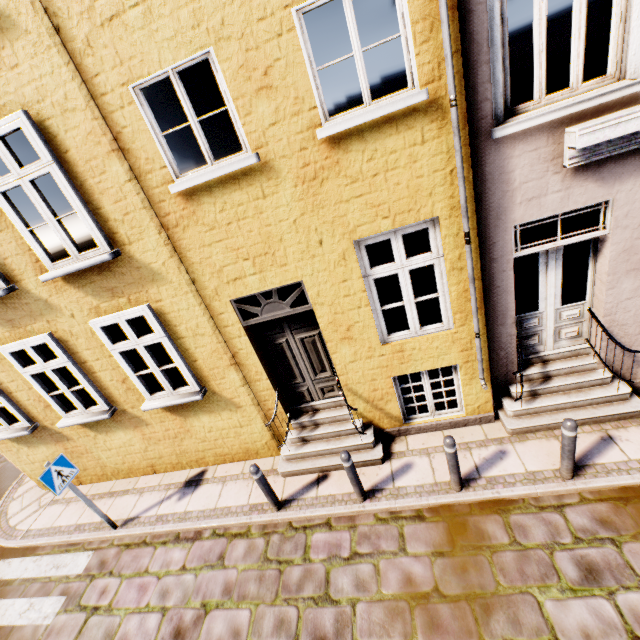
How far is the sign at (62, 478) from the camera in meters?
5.3 m

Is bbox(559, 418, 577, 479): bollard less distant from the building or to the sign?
the building

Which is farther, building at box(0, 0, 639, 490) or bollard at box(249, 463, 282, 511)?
bollard at box(249, 463, 282, 511)

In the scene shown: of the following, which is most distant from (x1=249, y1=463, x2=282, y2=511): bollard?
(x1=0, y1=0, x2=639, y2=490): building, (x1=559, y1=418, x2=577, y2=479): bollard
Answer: (x1=559, y1=418, x2=577, y2=479): bollard

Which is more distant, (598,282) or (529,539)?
(598,282)

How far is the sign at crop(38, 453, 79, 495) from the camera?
5.29m

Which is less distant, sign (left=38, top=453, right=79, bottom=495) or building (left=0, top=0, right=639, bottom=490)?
building (left=0, top=0, right=639, bottom=490)

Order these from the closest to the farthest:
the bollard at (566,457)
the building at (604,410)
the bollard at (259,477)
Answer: the building at (604,410) → the bollard at (566,457) → the bollard at (259,477)
